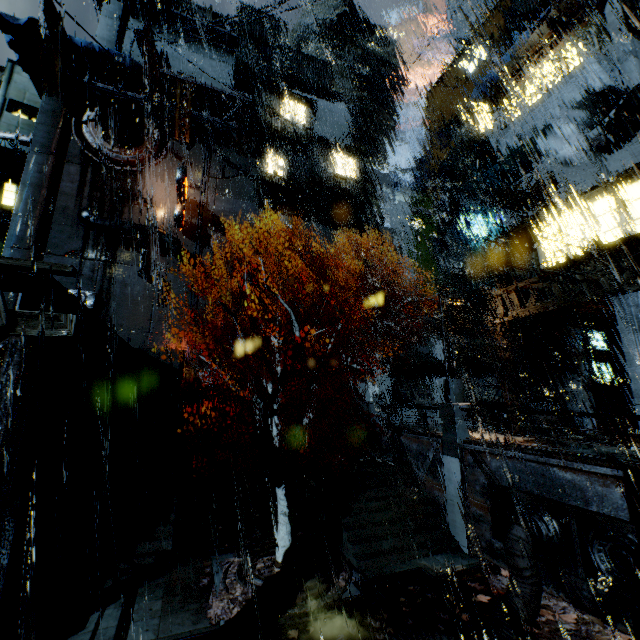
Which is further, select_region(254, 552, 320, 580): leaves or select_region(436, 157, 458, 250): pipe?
select_region(436, 157, 458, 250): pipe

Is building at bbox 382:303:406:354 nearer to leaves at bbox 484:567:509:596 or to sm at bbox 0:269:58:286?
sm at bbox 0:269:58:286

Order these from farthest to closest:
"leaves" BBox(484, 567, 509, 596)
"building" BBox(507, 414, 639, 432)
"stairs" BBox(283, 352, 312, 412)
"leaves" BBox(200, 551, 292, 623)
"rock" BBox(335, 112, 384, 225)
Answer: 1. "rock" BBox(335, 112, 384, 225)
2. "stairs" BBox(283, 352, 312, 412)
3. "building" BBox(507, 414, 639, 432)
4. "leaves" BBox(484, 567, 509, 596)
5. "leaves" BBox(200, 551, 292, 623)

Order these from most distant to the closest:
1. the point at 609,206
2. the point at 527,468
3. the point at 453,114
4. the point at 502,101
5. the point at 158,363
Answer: the point at 453,114 < the point at 158,363 < the point at 502,101 < the point at 609,206 < the point at 527,468

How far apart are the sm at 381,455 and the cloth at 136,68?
38.3 meters

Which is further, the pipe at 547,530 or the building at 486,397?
the building at 486,397

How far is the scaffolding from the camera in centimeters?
1664cm

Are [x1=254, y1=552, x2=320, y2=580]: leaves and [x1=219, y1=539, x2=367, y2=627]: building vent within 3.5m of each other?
yes
